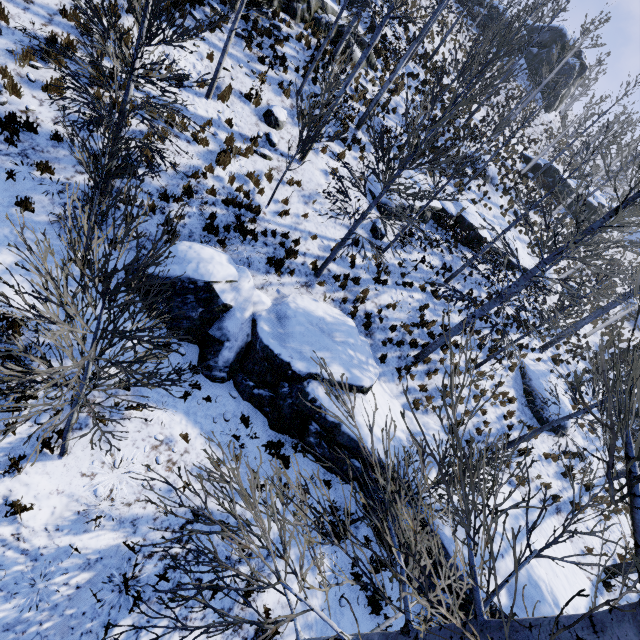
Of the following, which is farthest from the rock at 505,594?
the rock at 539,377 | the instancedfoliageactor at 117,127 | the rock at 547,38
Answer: the rock at 547,38

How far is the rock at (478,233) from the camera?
16.55m

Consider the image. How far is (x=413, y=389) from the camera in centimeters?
1191cm

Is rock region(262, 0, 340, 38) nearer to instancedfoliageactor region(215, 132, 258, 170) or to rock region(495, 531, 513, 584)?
instancedfoliageactor region(215, 132, 258, 170)

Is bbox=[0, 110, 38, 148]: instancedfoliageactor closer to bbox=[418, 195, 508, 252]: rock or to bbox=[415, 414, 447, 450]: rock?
bbox=[415, 414, 447, 450]: rock

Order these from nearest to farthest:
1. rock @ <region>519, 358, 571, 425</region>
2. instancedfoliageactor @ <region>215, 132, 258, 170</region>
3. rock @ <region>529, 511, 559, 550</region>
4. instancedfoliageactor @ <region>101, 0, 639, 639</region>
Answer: instancedfoliageactor @ <region>101, 0, 639, 639</region> → rock @ <region>529, 511, 559, 550</region> → instancedfoliageactor @ <region>215, 132, 258, 170</region> → rock @ <region>519, 358, 571, 425</region>

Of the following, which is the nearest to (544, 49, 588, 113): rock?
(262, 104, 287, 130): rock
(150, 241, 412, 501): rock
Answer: (262, 104, 287, 130): rock

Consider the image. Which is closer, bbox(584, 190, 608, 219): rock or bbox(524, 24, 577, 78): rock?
bbox(584, 190, 608, 219): rock
